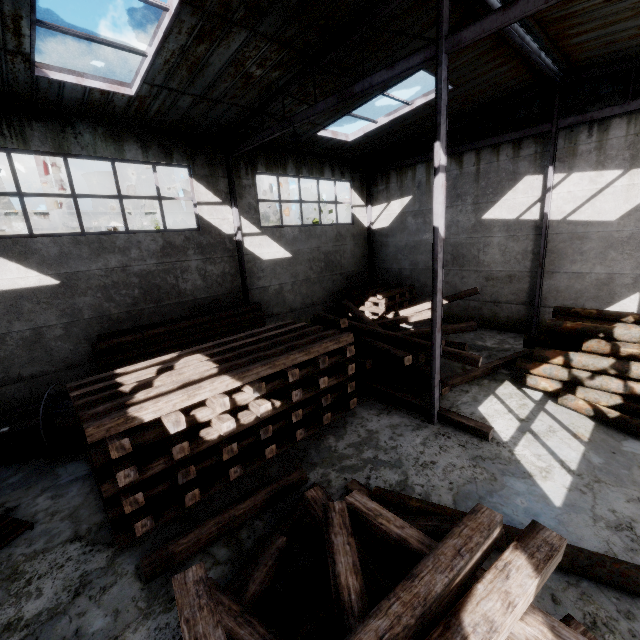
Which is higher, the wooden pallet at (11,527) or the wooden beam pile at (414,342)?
the wooden beam pile at (414,342)

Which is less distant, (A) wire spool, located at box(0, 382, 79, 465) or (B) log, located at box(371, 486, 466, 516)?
(B) log, located at box(371, 486, 466, 516)

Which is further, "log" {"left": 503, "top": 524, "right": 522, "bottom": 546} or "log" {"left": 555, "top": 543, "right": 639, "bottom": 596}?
"log" {"left": 503, "top": 524, "right": 522, "bottom": 546}

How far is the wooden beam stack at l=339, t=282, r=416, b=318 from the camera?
14.0m

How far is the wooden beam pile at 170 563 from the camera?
4.3 meters

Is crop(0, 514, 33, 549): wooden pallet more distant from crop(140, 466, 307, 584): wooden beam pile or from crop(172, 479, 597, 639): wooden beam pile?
crop(172, 479, 597, 639): wooden beam pile

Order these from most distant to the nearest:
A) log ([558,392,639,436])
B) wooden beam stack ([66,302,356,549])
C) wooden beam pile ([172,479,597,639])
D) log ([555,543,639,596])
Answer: log ([558,392,639,436]) < wooden beam stack ([66,302,356,549]) < log ([555,543,639,596]) < wooden beam pile ([172,479,597,639])

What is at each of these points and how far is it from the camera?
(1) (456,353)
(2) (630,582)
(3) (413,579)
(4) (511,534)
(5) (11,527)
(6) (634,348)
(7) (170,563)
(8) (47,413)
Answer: (1) wooden beam pile, 8.23m
(2) log, 3.66m
(3) wooden beam pile, 2.31m
(4) log, 4.24m
(5) wooden pallet, 5.20m
(6) log pile, 7.09m
(7) wooden beam pile, 4.41m
(8) wire spool, 6.77m
